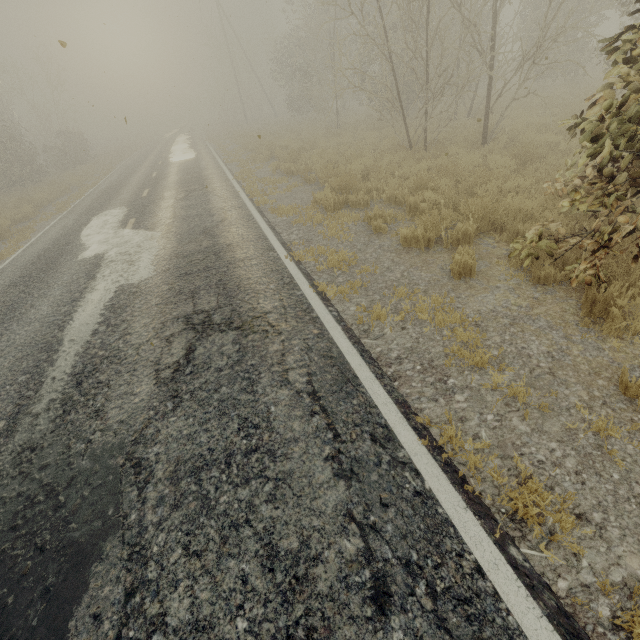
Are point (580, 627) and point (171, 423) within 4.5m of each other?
yes
